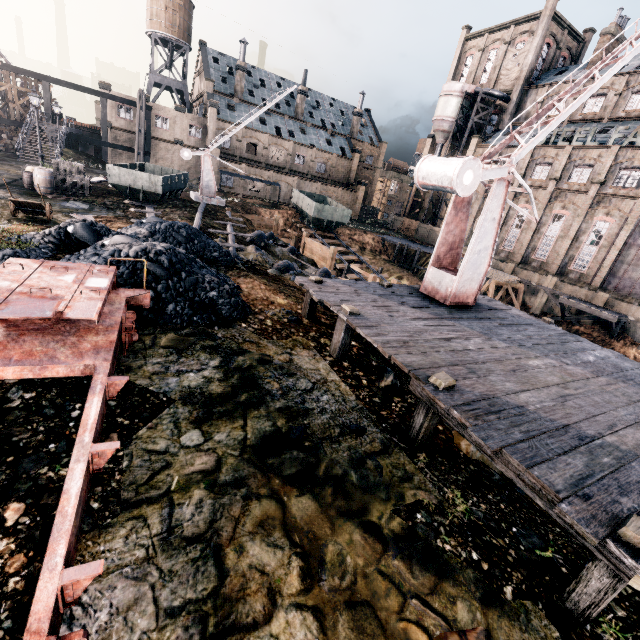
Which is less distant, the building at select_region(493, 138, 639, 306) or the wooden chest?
the wooden chest

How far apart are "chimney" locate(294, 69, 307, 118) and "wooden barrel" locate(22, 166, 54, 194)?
50.20m

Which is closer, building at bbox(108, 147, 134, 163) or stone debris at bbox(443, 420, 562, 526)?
stone debris at bbox(443, 420, 562, 526)

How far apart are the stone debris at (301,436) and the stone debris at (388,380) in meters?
2.5

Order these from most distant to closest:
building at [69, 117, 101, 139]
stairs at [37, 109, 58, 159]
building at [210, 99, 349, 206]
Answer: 1. building at [210, 99, 349, 206]
2. building at [69, 117, 101, 139]
3. stairs at [37, 109, 58, 159]

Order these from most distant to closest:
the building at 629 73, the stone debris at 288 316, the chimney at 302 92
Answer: the chimney at 302 92 < the building at 629 73 < the stone debris at 288 316

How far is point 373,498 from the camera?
4.8 meters

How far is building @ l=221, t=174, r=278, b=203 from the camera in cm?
5044
